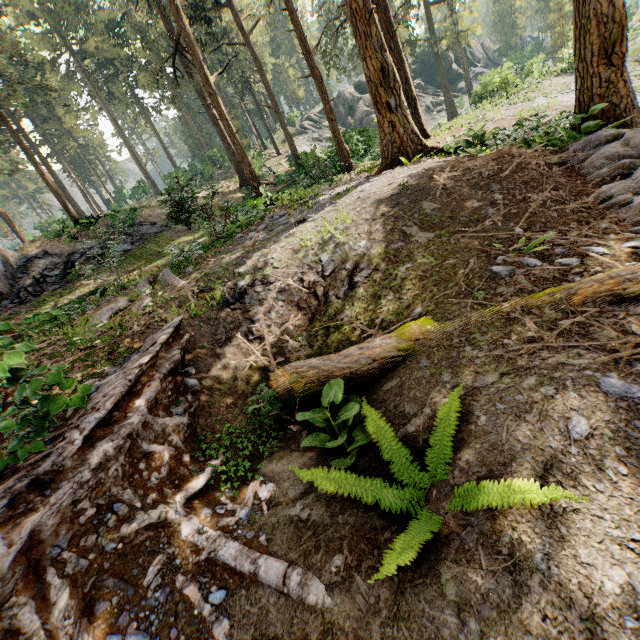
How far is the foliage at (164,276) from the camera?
8.4 meters

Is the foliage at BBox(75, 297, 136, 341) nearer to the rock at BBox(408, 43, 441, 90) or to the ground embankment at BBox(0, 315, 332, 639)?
the ground embankment at BBox(0, 315, 332, 639)

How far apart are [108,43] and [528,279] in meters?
50.3

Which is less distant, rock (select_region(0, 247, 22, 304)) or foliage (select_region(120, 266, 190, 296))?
foliage (select_region(120, 266, 190, 296))

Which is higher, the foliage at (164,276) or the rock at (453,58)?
the rock at (453,58)

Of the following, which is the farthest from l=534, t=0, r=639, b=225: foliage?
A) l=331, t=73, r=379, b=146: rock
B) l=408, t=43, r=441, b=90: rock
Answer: l=408, t=43, r=441, b=90: rock

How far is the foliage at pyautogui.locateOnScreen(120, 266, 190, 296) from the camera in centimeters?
841cm
